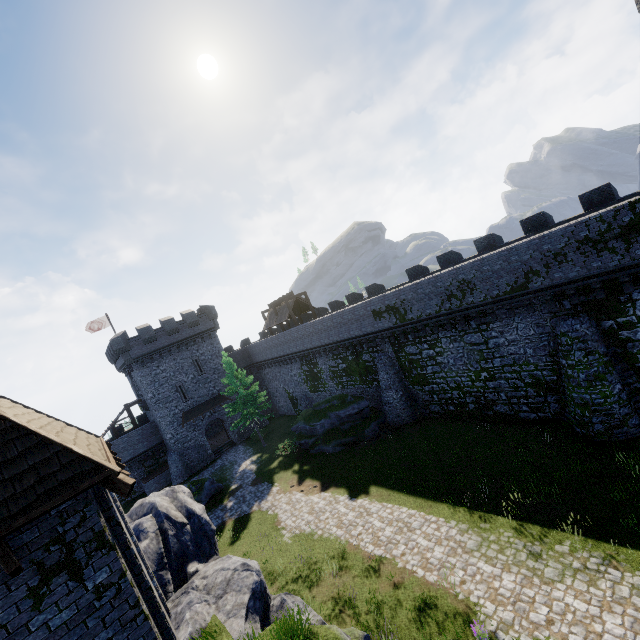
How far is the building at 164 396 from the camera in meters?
35.1 m

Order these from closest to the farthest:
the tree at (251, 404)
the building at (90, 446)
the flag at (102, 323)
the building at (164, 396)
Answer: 1. the building at (90, 446)
2. the tree at (251, 404)
3. the building at (164, 396)
4. the flag at (102, 323)

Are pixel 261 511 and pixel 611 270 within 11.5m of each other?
no

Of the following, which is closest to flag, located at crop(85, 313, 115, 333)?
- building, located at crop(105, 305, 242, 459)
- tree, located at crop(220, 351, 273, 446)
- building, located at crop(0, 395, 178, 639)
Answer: building, located at crop(105, 305, 242, 459)

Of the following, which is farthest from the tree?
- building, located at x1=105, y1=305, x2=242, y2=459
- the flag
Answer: the flag

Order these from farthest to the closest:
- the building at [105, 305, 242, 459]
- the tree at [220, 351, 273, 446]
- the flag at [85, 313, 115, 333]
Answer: the flag at [85, 313, 115, 333]
the building at [105, 305, 242, 459]
the tree at [220, 351, 273, 446]

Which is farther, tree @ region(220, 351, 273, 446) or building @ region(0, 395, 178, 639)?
tree @ region(220, 351, 273, 446)
